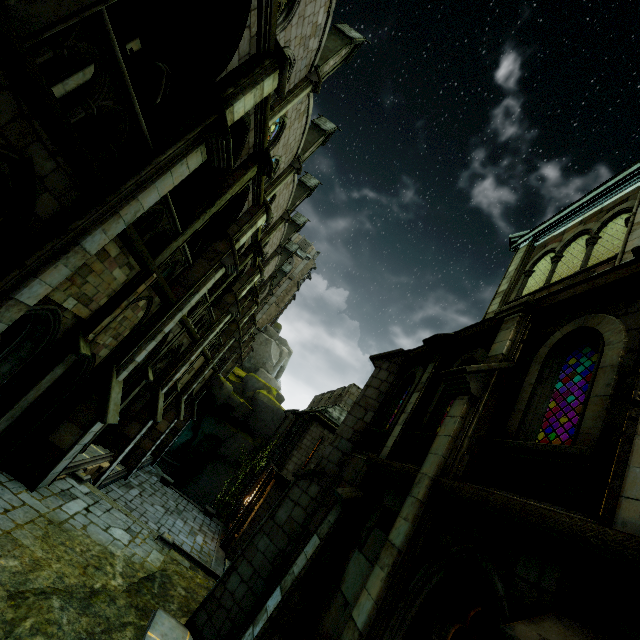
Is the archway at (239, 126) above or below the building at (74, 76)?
above

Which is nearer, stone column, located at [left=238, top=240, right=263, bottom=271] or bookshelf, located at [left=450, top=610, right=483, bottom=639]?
bookshelf, located at [left=450, top=610, right=483, bottom=639]

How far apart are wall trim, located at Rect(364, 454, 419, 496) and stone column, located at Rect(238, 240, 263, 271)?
10.3 meters

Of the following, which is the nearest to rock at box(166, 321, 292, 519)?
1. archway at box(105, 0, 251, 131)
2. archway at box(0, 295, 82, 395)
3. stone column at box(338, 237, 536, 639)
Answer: archway at box(105, 0, 251, 131)

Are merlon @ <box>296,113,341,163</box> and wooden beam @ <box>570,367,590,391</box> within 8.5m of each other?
no

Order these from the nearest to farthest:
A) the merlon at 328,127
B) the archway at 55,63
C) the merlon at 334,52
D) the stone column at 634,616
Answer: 1. the stone column at 634,616
2. the archway at 55,63
3. the merlon at 334,52
4. the merlon at 328,127

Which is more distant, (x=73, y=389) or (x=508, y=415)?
(x=73, y=389)

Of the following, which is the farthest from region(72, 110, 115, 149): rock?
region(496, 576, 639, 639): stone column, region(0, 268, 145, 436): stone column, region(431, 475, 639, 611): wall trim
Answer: region(431, 475, 639, 611): wall trim
